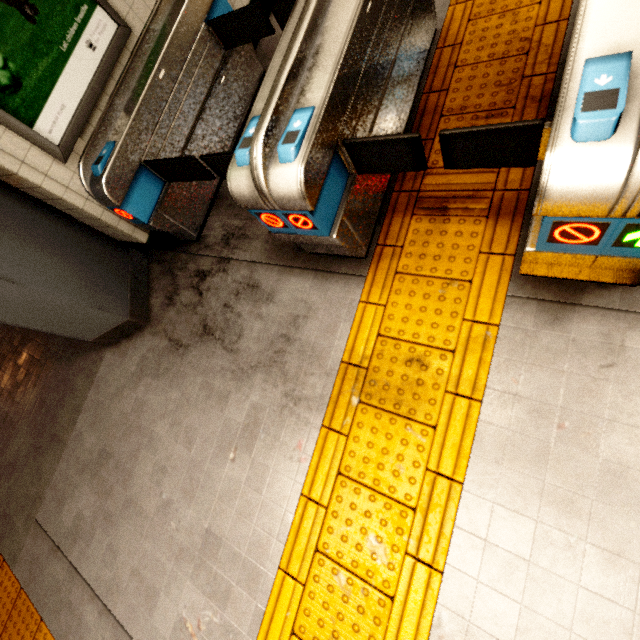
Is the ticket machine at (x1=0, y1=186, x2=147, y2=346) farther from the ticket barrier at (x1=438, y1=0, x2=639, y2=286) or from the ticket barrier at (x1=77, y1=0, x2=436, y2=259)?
the ticket barrier at (x1=438, y1=0, x2=639, y2=286)

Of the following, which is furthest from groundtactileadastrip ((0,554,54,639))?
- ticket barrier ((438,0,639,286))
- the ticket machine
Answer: the ticket machine

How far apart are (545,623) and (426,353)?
1.33m

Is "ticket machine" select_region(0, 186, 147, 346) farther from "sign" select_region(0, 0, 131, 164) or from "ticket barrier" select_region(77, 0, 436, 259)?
"ticket barrier" select_region(77, 0, 436, 259)

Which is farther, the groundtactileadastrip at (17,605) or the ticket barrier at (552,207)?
the groundtactileadastrip at (17,605)

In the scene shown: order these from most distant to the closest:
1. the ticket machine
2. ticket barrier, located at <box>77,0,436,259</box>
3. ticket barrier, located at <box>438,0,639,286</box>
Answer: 1. the ticket machine
2. ticket barrier, located at <box>77,0,436,259</box>
3. ticket barrier, located at <box>438,0,639,286</box>

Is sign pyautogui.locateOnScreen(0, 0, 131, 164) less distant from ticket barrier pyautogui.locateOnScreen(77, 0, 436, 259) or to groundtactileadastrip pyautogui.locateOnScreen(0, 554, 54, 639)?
ticket barrier pyautogui.locateOnScreen(77, 0, 436, 259)

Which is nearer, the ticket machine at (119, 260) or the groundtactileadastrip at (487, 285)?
the groundtactileadastrip at (487, 285)
